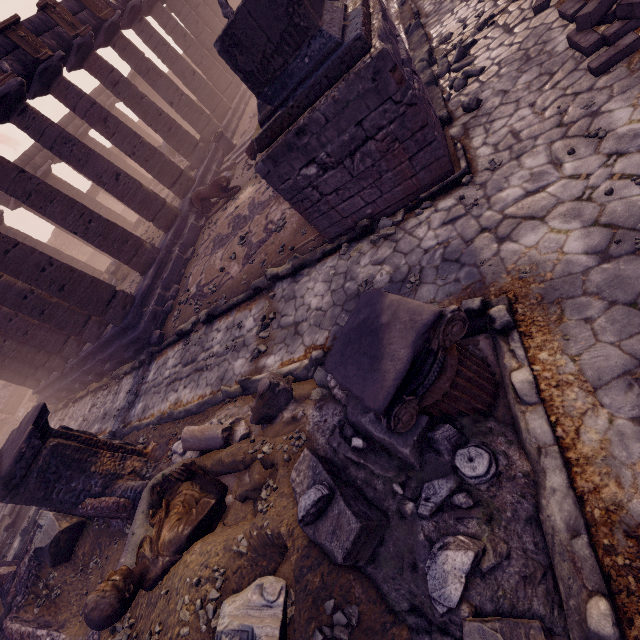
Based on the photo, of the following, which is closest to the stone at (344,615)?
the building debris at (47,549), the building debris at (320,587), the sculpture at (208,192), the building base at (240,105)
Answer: the building debris at (320,587)

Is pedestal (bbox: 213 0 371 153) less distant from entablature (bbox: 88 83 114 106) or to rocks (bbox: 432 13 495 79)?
rocks (bbox: 432 13 495 79)

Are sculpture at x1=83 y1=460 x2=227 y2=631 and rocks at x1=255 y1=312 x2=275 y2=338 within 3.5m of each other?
yes

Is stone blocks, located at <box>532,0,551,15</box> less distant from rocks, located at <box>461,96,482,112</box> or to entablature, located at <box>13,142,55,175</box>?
rocks, located at <box>461,96,482,112</box>

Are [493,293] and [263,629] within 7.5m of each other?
yes

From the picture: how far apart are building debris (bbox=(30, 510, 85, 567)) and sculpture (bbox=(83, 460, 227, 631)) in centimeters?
305cm

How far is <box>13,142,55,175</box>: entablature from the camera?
18.20m

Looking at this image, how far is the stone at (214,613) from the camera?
2.82m
